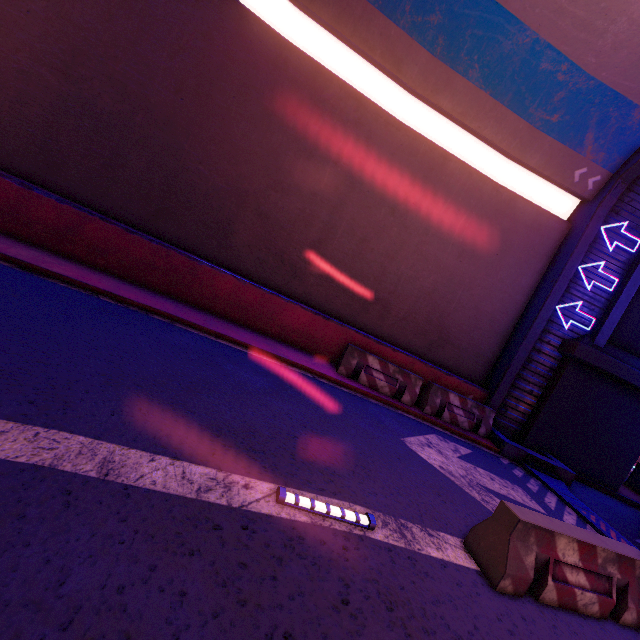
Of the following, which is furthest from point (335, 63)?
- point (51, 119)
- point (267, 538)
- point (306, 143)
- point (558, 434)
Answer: point (558, 434)

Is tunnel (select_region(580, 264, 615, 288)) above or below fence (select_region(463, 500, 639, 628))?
above

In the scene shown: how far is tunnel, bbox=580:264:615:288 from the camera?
10.5 meters

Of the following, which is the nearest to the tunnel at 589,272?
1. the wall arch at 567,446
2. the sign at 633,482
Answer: the wall arch at 567,446

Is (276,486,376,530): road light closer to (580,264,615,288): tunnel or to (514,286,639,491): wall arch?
(580,264,615,288): tunnel

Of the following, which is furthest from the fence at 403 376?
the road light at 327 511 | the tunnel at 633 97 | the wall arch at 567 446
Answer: the road light at 327 511

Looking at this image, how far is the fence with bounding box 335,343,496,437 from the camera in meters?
9.3 m

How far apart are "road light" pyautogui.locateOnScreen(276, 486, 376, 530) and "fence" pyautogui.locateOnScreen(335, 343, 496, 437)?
5.5 meters
